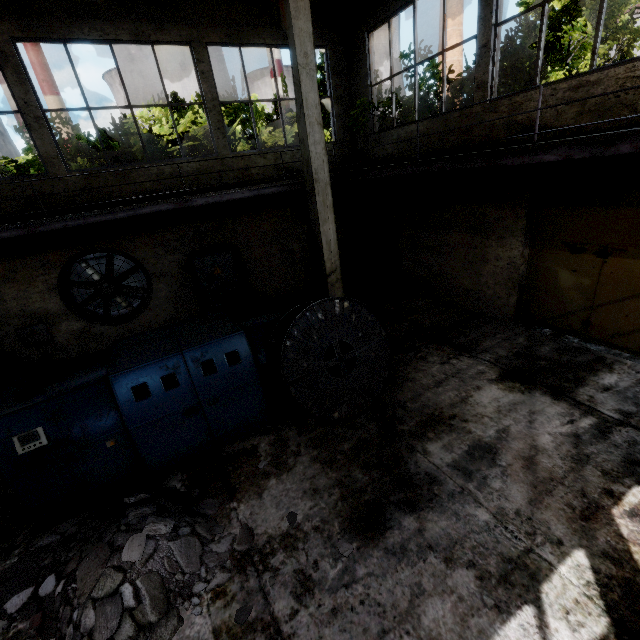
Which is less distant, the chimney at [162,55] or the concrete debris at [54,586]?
the concrete debris at [54,586]

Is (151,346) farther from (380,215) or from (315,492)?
(380,215)

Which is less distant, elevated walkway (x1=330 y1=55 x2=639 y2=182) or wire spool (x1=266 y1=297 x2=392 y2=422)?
elevated walkway (x1=330 y1=55 x2=639 y2=182)

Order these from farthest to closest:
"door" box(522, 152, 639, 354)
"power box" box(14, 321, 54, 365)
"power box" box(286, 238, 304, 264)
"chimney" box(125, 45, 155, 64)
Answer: "chimney" box(125, 45, 155, 64) → "power box" box(286, 238, 304, 264) → "power box" box(14, 321, 54, 365) → "door" box(522, 152, 639, 354)

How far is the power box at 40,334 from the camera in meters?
8.3 m

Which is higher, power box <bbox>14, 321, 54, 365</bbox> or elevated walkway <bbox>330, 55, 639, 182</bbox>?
elevated walkway <bbox>330, 55, 639, 182</bbox>

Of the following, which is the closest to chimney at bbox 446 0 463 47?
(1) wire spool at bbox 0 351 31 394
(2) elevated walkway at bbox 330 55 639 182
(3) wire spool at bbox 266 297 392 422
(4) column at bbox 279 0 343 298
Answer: (2) elevated walkway at bbox 330 55 639 182

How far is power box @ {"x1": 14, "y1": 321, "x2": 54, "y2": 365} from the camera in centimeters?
829cm
